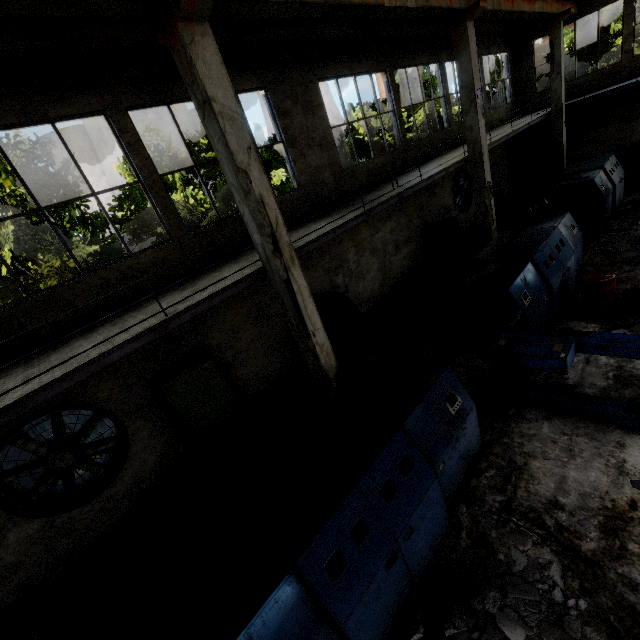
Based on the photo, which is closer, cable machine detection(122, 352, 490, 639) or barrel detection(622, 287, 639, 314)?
cable machine detection(122, 352, 490, 639)

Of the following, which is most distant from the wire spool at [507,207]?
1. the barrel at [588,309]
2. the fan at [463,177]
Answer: the barrel at [588,309]

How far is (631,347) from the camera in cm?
455

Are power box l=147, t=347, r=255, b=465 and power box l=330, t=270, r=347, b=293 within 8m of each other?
yes

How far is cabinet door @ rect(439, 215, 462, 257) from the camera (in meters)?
13.77

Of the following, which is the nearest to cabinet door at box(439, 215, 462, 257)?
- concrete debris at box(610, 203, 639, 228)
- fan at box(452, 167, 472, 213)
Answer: fan at box(452, 167, 472, 213)

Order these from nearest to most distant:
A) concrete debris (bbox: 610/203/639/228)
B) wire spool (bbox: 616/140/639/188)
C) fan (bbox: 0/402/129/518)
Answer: fan (bbox: 0/402/129/518) → concrete debris (bbox: 610/203/639/228) → wire spool (bbox: 616/140/639/188)

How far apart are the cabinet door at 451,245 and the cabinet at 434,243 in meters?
0.0 m
